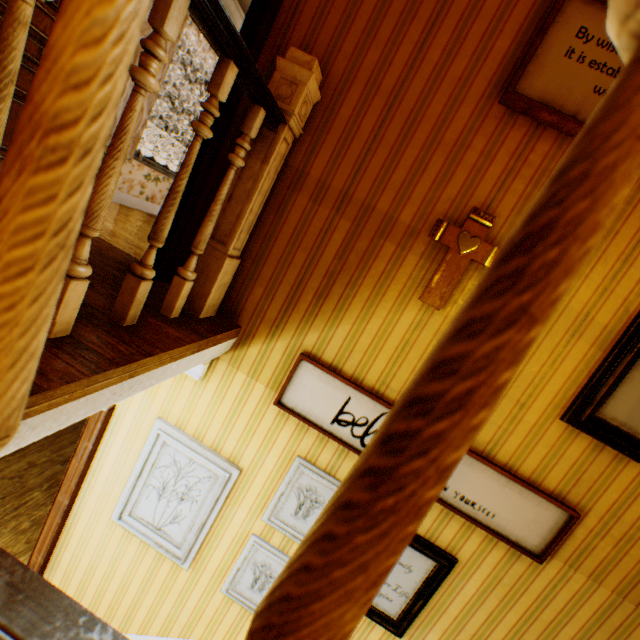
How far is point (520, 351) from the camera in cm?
19

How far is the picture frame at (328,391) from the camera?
2.14m

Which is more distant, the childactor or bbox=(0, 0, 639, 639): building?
the childactor

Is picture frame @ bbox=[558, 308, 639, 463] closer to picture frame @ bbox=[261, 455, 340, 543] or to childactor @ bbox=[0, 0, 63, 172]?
picture frame @ bbox=[261, 455, 340, 543]

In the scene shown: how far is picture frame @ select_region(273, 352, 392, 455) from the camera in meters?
2.1 m

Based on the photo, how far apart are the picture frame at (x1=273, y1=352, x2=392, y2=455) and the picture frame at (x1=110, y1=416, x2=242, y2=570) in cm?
62

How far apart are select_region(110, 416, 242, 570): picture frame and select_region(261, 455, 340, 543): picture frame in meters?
0.3 m

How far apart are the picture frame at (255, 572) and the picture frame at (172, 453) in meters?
0.3
